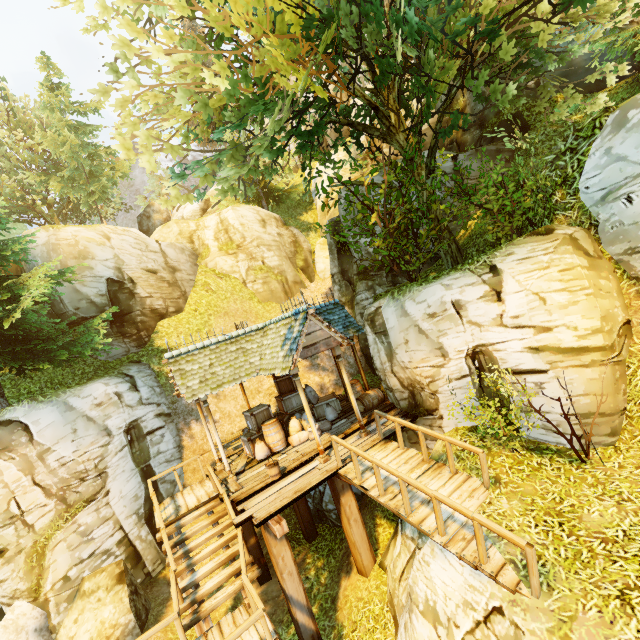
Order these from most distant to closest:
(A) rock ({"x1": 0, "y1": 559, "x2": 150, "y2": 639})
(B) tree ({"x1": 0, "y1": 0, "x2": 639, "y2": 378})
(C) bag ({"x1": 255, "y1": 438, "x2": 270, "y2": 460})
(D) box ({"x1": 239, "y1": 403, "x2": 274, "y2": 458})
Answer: (D) box ({"x1": 239, "y1": 403, "x2": 274, "y2": 458}), (C) bag ({"x1": 255, "y1": 438, "x2": 270, "y2": 460}), (A) rock ({"x1": 0, "y1": 559, "x2": 150, "y2": 639}), (B) tree ({"x1": 0, "y1": 0, "x2": 639, "y2": 378})

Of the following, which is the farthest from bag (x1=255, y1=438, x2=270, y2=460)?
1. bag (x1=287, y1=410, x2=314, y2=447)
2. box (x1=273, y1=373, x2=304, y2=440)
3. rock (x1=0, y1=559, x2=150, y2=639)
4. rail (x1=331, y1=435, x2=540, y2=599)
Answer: rock (x1=0, y1=559, x2=150, y2=639)

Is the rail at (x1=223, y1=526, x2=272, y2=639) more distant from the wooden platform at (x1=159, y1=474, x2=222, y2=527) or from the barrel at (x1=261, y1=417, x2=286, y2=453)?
the barrel at (x1=261, y1=417, x2=286, y2=453)

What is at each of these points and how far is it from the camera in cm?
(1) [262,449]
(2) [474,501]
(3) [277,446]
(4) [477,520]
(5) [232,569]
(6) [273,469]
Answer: (1) bag, 1098
(2) wooden platform, 655
(3) barrel, 1122
(4) rail, 513
(5) stairs, 789
(6) bucket, 916

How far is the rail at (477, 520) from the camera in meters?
4.6

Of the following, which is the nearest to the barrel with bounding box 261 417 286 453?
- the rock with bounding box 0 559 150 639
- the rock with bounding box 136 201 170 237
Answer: the rock with bounding box 0 559 150 639

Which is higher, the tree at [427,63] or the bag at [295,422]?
the tree at [427,63]

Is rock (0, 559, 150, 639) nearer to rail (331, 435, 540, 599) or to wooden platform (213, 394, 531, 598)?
wooden platform (213, 394, 531, 598)
